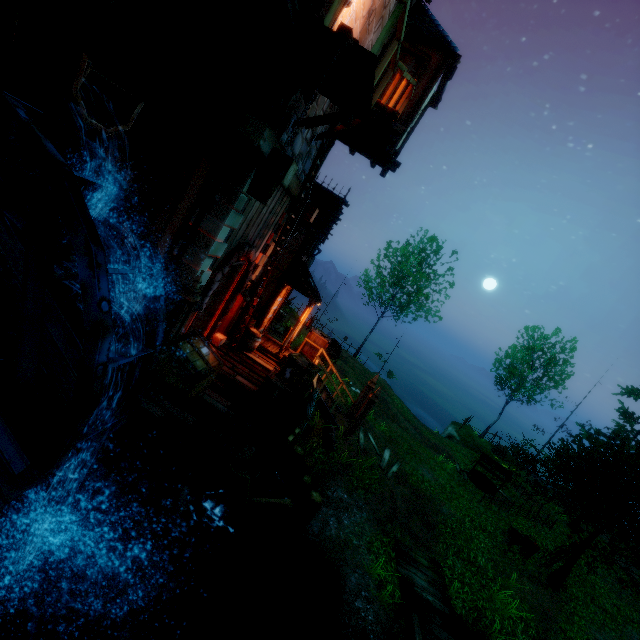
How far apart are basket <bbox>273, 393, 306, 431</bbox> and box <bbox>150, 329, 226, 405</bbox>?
1.66m

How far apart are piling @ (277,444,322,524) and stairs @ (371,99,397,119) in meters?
9.5

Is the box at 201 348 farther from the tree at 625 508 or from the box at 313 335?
the tree at 625 508

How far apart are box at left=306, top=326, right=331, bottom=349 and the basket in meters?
5.4 m

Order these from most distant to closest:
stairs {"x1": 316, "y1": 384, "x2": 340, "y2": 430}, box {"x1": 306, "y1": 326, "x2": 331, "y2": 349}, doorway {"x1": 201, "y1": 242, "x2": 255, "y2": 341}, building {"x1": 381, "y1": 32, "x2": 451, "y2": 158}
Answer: box {"x1": 306, "y1": 326, "x2": 331, "y2": 349} < stairs {"x1": 316, "y1": 384, "x2": 340, "y2": 430} < building {"x1": 381, "y1": 32, "x2": 451, "y2": 158} < doorway {"x1": 201, "y1": 242, "x2": 255, "y2": 341}

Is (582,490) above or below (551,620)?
above

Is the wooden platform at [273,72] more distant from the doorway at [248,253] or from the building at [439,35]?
the doorway at [248,253]

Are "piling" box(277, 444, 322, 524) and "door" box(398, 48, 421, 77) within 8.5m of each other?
no
